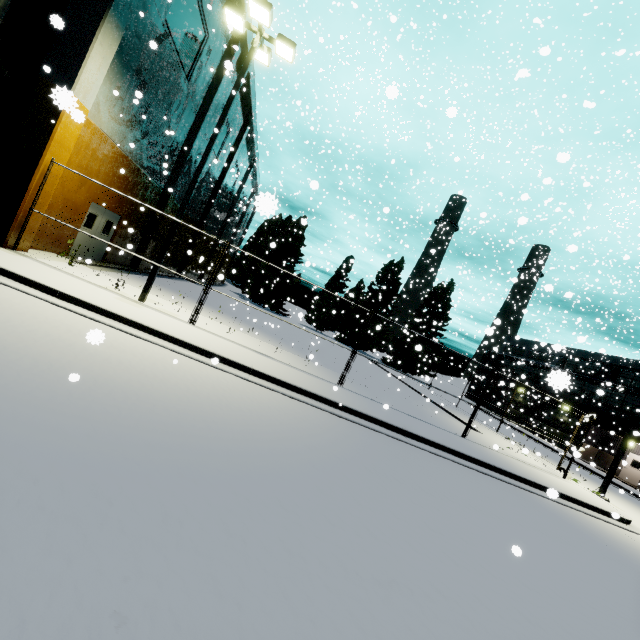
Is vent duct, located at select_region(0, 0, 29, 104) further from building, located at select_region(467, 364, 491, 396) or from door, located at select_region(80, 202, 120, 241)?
door, located at select_region(80, 202, 120, 241)

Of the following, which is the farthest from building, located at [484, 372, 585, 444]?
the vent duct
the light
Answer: the light

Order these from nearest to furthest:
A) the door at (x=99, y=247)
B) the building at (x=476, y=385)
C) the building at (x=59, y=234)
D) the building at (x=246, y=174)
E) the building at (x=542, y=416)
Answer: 1. the building at (x=59, y=234)
2. the door at (x=99, y=247)
3. the building at (x=246, y=174)
4. the building at (x=542, y=416)
5. the building at (x=476, y=385)

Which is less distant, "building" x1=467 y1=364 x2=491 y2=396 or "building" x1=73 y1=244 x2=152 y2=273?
"building" x1=73 y1=244 x2=152 y2=273

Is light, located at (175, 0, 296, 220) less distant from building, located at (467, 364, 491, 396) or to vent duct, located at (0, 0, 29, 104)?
building, located at (467, 364, 491, 396)

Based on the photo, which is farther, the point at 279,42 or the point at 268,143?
the point at 268,143

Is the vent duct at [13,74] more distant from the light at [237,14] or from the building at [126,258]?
the light at [237,14]
